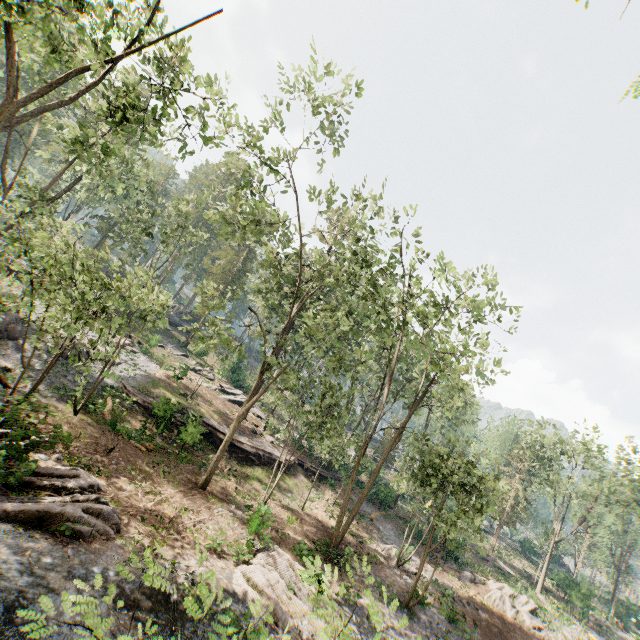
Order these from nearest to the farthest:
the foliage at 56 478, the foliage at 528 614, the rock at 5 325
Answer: the foliage at 56 478 → the rock at 5 325 → the foliage at 528 614

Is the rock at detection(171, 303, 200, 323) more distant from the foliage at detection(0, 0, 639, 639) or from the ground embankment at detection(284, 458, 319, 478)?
the ground embankment at detection(284, 458, 319, 478)

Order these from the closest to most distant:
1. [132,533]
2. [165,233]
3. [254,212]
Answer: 1. [132,533]
2. [254,212]
3. [165,233]

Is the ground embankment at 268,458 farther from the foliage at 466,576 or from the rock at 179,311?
the rock at 179,311

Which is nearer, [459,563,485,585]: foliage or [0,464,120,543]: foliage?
[0,464,120,543]: foliage

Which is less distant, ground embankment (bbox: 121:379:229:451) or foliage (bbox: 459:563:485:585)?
ground embankment (bbox: 121:379:229:451)

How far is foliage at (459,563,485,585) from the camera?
27.4m

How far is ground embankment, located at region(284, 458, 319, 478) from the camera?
29.1m
